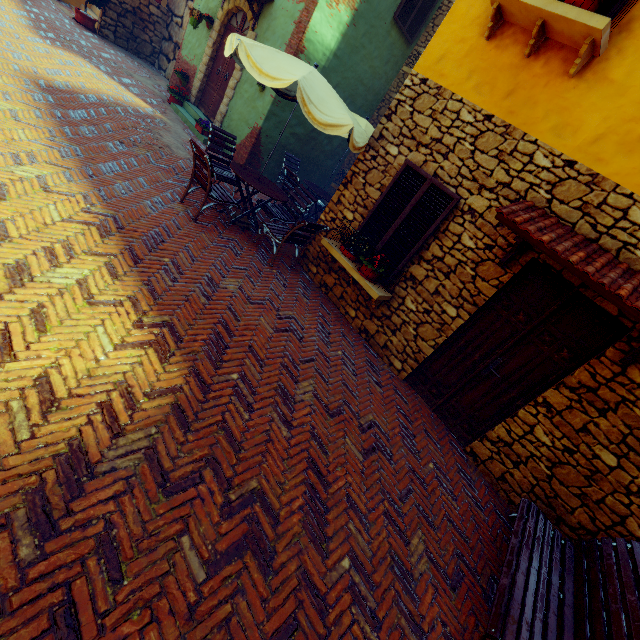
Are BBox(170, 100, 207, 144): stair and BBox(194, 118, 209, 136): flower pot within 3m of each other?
yes

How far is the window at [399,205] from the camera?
4.79m

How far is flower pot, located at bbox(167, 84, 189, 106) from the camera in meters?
Answer: 9.9 m

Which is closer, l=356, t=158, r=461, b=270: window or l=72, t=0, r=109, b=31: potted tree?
l=356, t=158, r=461, b=270: window

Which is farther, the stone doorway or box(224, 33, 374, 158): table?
the stone doorway

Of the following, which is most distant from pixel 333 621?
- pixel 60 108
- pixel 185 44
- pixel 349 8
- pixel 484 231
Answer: pixel 185 44

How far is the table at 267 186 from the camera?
5.7 meters

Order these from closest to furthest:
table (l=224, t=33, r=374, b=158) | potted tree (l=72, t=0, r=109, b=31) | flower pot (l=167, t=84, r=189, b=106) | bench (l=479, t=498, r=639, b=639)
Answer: bench (l=479, t=498, r=639, b=639) < table (l=224, t=33, r=374, b=158) < flower pot (l=167, t=84, r=189, b=106) < potted tree (l=72, t=0, r=109, b=31)
